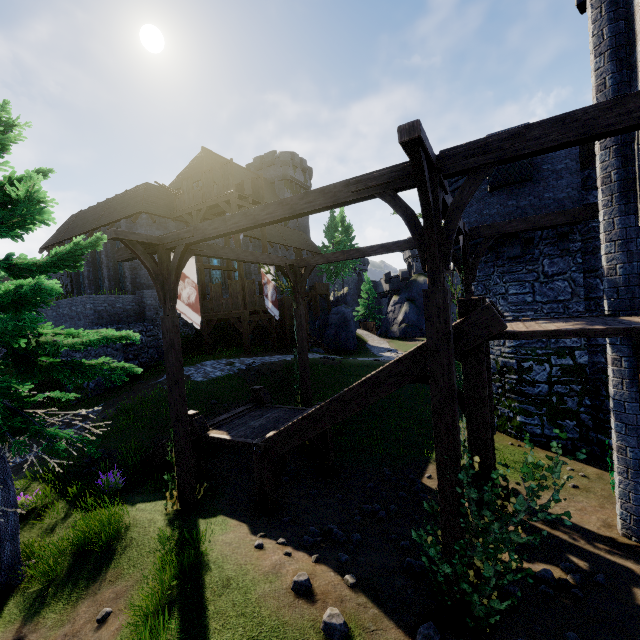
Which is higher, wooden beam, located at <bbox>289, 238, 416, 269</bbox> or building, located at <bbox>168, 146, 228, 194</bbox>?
building, located at <bbox>168, 146, 228, 194</bbox>

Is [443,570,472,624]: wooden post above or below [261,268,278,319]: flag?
below

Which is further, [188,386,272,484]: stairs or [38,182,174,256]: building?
[38,182,174,256]: building

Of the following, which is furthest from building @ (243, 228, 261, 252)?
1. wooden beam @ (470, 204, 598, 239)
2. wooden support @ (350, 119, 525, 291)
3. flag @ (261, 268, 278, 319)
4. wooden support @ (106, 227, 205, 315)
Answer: wooden support @ (350, 119, 525, 291)

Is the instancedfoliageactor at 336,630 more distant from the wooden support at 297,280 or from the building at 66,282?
the building at 66,282

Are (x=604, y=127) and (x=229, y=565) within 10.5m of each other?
yes

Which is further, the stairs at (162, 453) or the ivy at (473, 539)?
the stairs at (162, 453)

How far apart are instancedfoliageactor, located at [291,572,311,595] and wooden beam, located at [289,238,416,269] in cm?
883
